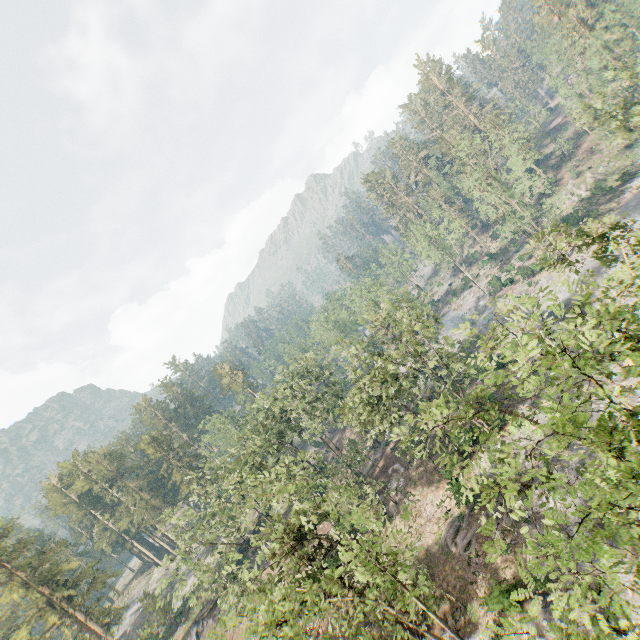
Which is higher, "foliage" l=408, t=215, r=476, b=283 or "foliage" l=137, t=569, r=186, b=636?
"foliage" l=408, t=215, r=476, b=283

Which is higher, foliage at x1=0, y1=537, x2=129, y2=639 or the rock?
foliage at x1=0, y1=537, x2=129, y2=639

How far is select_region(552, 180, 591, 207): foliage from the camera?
42.7m

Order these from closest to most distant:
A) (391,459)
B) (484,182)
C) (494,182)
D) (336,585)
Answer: (336,585) → (391,459) → (494,182) → (484,182)

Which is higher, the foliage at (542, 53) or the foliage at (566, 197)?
the foliage at (542, 53)

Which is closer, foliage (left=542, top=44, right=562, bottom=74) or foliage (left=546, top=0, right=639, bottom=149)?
foliage (left=546, top=0, right=639, bottom=149)
